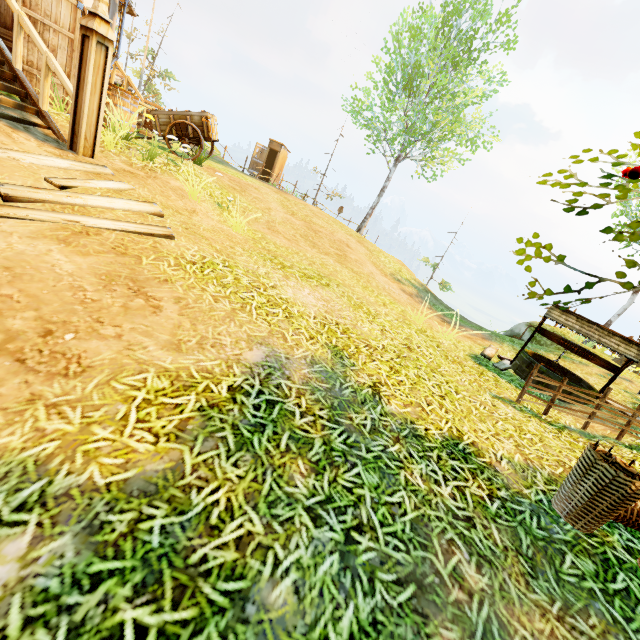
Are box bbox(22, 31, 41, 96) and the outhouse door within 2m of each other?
no

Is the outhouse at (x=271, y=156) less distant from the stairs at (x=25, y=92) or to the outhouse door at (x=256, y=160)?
the outhouse door at (x=256, y=160)

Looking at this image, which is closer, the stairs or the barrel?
the stairs

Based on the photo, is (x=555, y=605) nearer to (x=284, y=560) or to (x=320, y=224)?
(x=284, y=560)

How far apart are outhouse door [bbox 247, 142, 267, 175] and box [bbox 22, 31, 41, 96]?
16.5 meters

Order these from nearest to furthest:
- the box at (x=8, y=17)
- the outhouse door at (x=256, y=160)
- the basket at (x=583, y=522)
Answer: the basket at (x=583, y=522) < the box at (x=8, y=17) < the outhouse door at (x=256, y=160)

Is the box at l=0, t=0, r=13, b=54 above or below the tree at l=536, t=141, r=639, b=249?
below

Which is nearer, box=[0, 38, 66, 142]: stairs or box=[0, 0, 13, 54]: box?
box=[0, 38, 66, 142]: stairs
